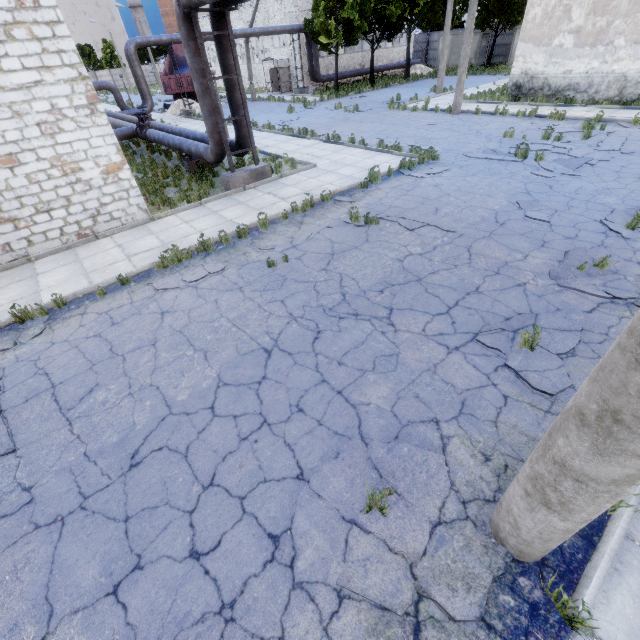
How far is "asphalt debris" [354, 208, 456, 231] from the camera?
8.14m

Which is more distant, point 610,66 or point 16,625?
point 610,66

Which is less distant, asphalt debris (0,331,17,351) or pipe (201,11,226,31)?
asphalt debris (0,331,17,351)

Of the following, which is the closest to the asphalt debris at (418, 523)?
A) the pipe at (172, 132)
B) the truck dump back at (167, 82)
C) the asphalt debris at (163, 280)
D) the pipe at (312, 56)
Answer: the asphalt debris at (163, 280)

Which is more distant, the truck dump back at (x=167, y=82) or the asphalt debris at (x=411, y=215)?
the truck dump back at (x=167, y=82)

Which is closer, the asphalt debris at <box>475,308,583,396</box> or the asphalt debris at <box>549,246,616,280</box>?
the asphalt debris at <box>475,308,583,396</box>

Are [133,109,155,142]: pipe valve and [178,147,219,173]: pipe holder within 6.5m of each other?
yes

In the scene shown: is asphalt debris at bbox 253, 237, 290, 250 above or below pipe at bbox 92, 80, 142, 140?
below
